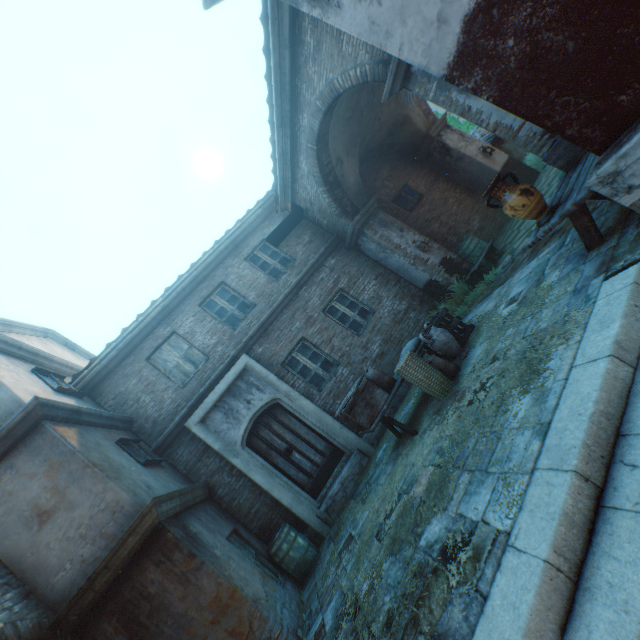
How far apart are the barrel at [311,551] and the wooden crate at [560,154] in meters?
7.9 m

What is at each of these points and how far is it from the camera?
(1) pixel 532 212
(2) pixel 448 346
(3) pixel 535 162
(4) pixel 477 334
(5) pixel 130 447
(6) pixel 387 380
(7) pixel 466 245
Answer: (1) ceramic pot, 3.77m
(2) ceramic pot, 5.98m
(3) plants, 11.52m
(4) straw, 6.12m
(5) window, 6.73m
(6) burlap sack, 6.28m
(7) barrel, 9.24m

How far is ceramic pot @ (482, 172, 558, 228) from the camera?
3.72m

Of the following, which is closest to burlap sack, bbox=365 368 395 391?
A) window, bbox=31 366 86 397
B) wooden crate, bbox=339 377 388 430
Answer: wooden crate, bbox=339 377 388 430

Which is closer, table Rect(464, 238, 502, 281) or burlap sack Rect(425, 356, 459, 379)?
burlap sack Rect(425, 356, 459, 379)

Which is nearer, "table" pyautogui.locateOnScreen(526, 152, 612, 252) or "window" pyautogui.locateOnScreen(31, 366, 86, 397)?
"table" pyautogui.locateOnScreen(526, 152, 612, 252)

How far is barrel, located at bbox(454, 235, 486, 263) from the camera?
9.2 meters

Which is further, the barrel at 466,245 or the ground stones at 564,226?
the barrel at 466,245
